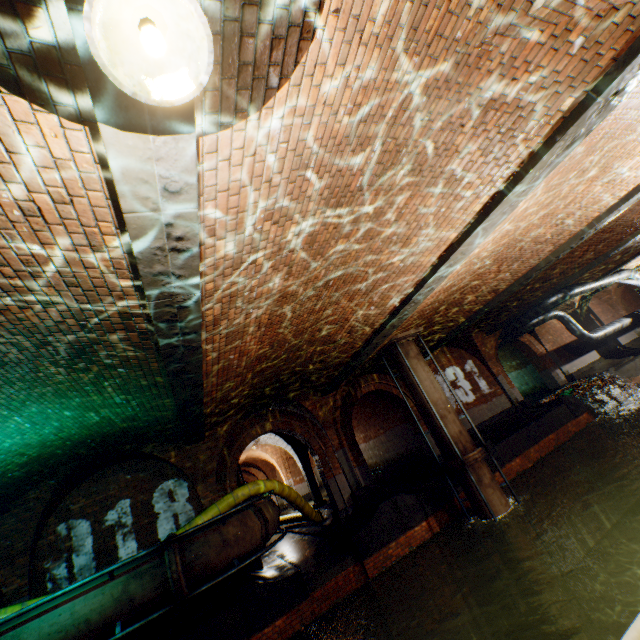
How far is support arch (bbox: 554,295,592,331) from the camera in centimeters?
2114cm

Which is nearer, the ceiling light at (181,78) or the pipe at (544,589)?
the ceiling light at (181,78)

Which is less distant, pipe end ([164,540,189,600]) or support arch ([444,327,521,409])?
pipe end ([164,540,189,600])

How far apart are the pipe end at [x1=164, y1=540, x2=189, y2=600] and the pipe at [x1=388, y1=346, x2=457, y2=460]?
7.58m

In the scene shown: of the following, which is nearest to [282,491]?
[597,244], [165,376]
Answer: [165,376]

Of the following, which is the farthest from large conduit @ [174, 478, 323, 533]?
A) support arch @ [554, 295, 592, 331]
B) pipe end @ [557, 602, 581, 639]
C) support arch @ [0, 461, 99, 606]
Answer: support arch @ [554, 295, 592, 331]

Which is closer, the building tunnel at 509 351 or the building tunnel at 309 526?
the building tunnel at 309 526

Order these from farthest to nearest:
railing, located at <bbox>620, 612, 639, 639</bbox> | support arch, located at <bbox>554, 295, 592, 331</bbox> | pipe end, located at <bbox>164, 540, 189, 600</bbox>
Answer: support arch, located at <bbox>554, 295, 592, 331</bbox> → pipe end, located at <bbox>164, 540, 189, 600</bbox> → railing, located at <bbox>620, 612, 639, 639</bbox>
